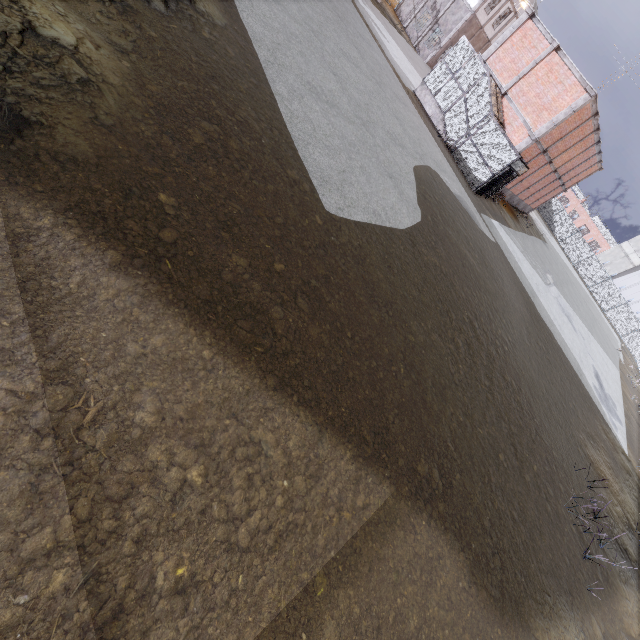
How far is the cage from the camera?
19.2 meters

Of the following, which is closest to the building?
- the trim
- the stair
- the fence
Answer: the fence

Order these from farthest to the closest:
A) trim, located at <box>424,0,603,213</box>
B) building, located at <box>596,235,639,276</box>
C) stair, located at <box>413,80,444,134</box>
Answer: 1. building, located at <box>596,235,639,276</box>
2. stair, located at <box>413,80,444,134</box>
3. trim, located at <box>424,0,603,213</box>

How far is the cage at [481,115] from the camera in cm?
1916

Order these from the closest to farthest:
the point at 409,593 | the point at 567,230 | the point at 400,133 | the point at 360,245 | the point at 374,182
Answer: the point at 409,593 < the point at 360,245 < the point at 374,182 < the point at 400,133 < the point at 567,230

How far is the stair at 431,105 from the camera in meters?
21.1

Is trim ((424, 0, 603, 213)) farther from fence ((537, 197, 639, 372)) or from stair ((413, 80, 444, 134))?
fence ((537, 197, 639, 372))

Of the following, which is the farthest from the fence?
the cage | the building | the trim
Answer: the trim
